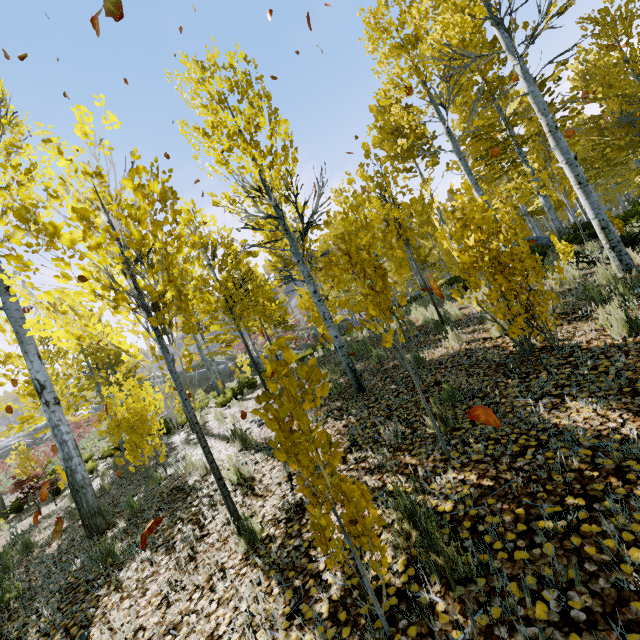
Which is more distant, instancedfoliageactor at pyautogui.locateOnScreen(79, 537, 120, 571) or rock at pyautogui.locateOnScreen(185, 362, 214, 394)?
rock at pyautogui.locateOnScreen(185, 362, 214, 394)

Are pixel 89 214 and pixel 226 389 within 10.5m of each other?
no

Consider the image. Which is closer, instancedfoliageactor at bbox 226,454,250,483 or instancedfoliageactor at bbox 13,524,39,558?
instancedfoliageactor at bbox 226,454,250,483

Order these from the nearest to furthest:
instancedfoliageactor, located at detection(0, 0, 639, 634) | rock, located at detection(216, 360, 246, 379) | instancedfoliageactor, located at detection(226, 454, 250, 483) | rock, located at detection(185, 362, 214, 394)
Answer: instancedfoliageactor, located at detection(0, 0, 639, 634) < instancedfoliageactor, located at detection(226, 454, 250, 483) < rock, located at detection(185, 362, 214, 394) < rock, located at detection(216, 360, 246, 379)

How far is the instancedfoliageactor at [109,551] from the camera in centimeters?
375cm

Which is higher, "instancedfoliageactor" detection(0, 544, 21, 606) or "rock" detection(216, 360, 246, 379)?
"rock" detection(216, 360, 246, 379)
